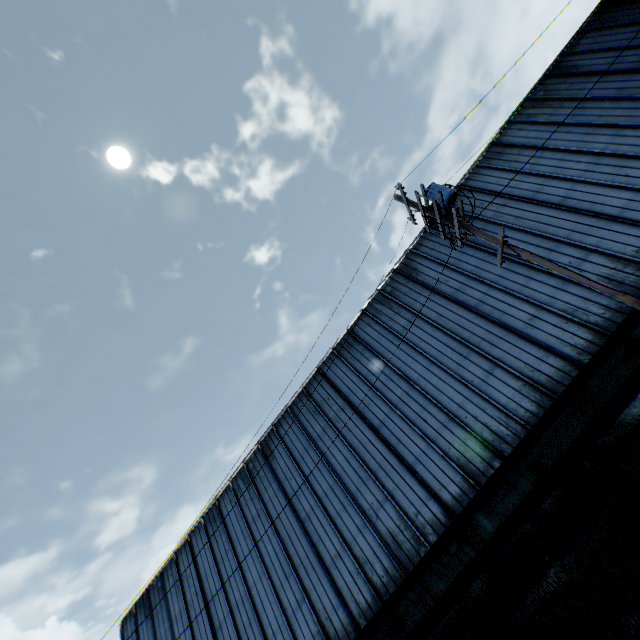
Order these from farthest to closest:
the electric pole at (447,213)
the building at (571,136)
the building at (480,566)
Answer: the building at (571,136) → the building at (480,566) → the electric pole at (447,213)

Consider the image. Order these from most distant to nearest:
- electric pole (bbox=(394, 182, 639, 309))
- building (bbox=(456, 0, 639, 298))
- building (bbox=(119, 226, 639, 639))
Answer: building (bbox=(456, 0, 639, 298)), building (bbox=(119, 226, 639, 639)), electric pole (bbox=(394, 182, 639, 309))

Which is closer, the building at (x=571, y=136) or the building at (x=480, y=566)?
the building at (x=480, y=566)

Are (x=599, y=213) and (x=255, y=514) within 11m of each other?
no

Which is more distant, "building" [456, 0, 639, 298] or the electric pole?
"building" [456, 0, 639, 298]

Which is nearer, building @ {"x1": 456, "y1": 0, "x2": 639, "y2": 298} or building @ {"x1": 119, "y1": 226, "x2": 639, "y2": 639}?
building @ {"x1": 119, "y1": 226, "x2": 639, "y2": 639}
